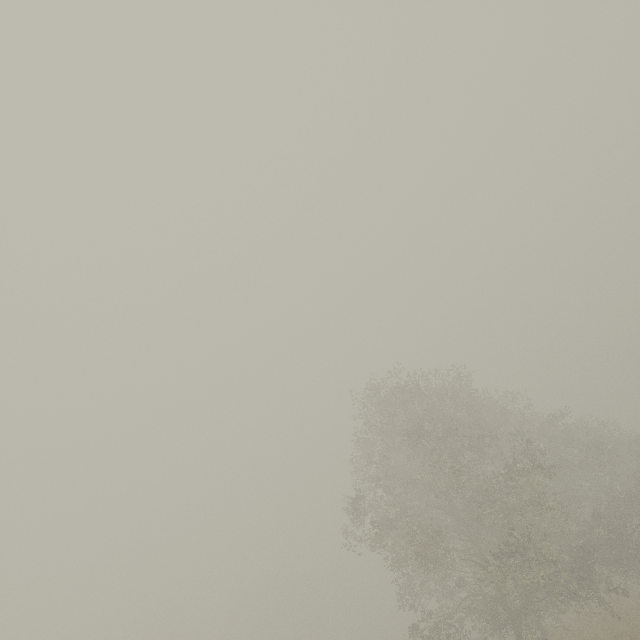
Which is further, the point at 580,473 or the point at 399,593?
the point at 580,473
